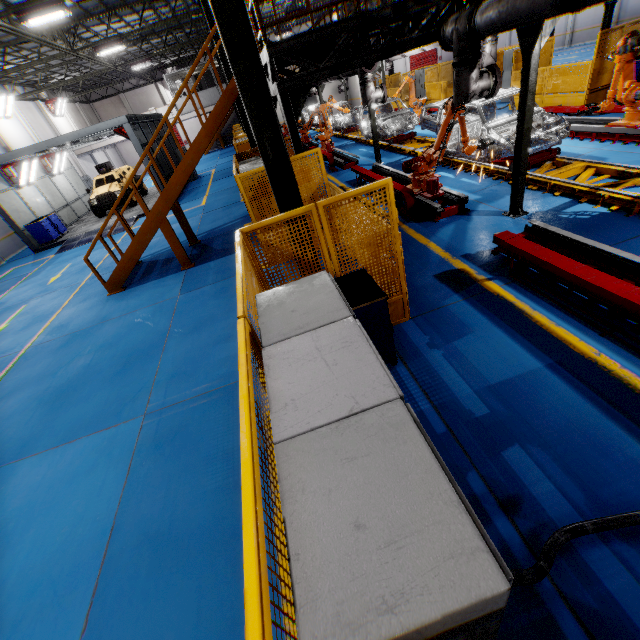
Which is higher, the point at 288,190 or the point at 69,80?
the point at 69,80

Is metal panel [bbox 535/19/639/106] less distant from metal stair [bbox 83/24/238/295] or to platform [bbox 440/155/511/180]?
metal stair [bbox 83/24/238/295]

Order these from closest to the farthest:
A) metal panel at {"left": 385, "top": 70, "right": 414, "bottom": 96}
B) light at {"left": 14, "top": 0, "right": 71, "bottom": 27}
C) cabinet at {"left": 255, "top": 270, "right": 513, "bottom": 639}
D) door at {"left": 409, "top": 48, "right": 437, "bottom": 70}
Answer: cabinet at {"left": 255, "top": 270, "right": 513, "bottom": 639}
light at {"left": 14, "top": 0, "right": 71, "bottom": 27}
metal panel at {"left": 385, "top": 70, "right": 414, "bottom": 96}
door at {"left": 409, "top": 48, "right": 437, "bottom": 70}

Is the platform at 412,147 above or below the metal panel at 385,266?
below

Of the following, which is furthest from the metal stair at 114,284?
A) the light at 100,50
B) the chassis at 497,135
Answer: the light at 100,50

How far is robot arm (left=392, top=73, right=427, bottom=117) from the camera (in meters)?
17.08

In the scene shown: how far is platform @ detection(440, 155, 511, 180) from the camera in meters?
8.7

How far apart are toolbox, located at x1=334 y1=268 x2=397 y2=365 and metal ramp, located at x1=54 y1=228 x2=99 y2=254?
15.9m
